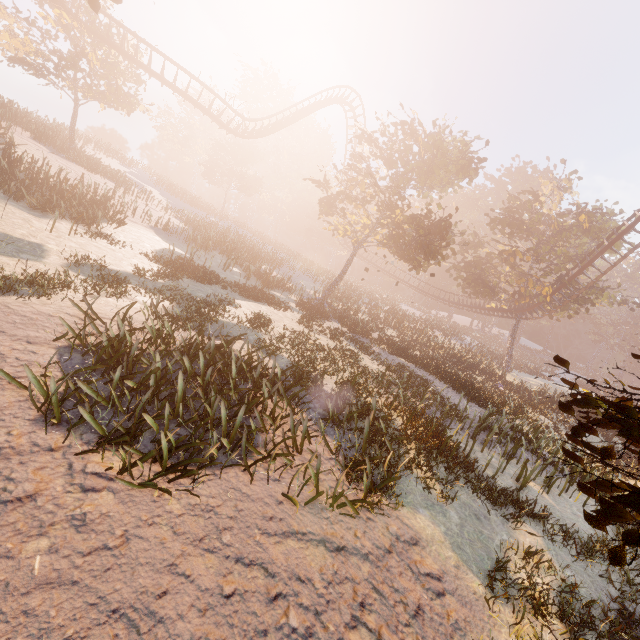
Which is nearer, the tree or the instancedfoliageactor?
the instancedfoliageactor

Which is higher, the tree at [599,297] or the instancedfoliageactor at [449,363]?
the tree at [599,297]

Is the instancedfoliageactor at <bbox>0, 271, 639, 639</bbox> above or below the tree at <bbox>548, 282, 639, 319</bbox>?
below

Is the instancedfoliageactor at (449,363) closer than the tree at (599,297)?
Yes

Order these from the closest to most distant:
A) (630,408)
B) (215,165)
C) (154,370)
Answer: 1. (630,408)
2. (154,370)
3. (215,165)
